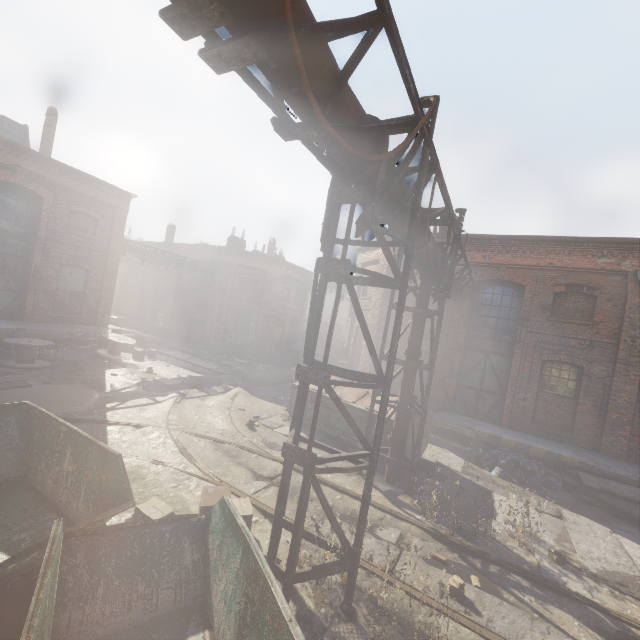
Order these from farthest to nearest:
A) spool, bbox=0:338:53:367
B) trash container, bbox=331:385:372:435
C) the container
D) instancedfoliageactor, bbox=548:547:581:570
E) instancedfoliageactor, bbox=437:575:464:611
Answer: spool, bbox=0:338:53:367 → trash container, bbox=331:385:372:435 → instancedfoliageactor, bbox=548:547:581:570 → instancedfoliageactor, bbox=437:575:464:611 → the container

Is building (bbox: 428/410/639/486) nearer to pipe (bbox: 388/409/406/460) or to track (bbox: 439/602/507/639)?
pipe (bbox: 388/409/406/460)

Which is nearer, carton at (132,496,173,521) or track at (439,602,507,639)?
track at (439,602,507,639)

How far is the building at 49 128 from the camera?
16.6m

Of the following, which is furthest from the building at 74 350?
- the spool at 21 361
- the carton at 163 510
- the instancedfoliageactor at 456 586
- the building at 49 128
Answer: the instancedfoliageactor at 456 586

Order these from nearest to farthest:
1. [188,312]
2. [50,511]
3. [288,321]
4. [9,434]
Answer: [50,511], [9,434], [188,312], [288,321]

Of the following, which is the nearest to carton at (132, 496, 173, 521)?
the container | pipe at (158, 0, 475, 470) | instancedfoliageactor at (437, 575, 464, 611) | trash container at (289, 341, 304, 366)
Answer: the container

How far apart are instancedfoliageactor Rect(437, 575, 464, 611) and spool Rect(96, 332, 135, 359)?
16.20m
